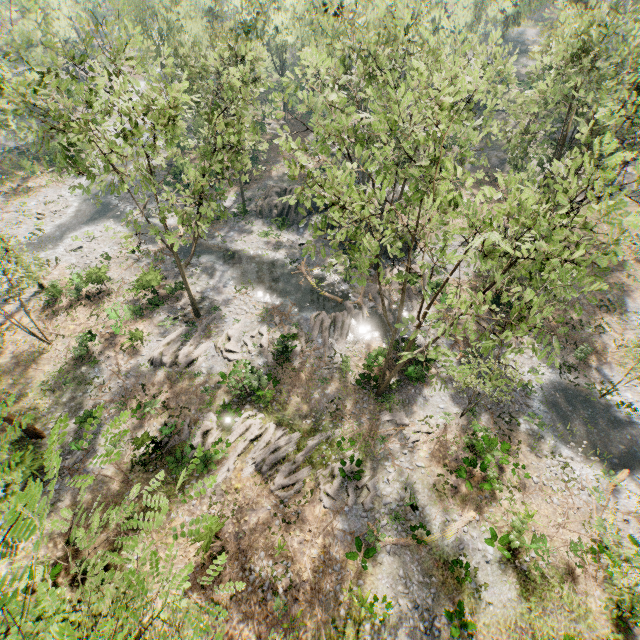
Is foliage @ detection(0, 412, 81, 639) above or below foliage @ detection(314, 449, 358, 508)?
above

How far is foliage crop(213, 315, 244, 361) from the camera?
25.5m

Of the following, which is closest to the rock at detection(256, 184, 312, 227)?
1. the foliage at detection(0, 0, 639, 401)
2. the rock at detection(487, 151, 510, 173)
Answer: the foliage at detection(0, 0, 639, 401)

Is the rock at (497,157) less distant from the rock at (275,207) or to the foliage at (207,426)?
the foliage at (207,426)

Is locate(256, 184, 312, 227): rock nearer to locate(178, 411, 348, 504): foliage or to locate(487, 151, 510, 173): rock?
locate(178, 411, 348, 504): foliage

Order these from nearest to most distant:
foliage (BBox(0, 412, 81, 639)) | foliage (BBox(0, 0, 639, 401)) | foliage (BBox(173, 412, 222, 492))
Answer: foliage (BBox(0, 412, 81, 639)) < foliage (BBox(173, 412, 222, 492)) < foliage (BBox(0, 0, 639, 401))

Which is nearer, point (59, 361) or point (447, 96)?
point (447, 96)

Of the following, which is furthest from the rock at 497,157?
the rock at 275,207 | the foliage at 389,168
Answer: the rock at 275,207
